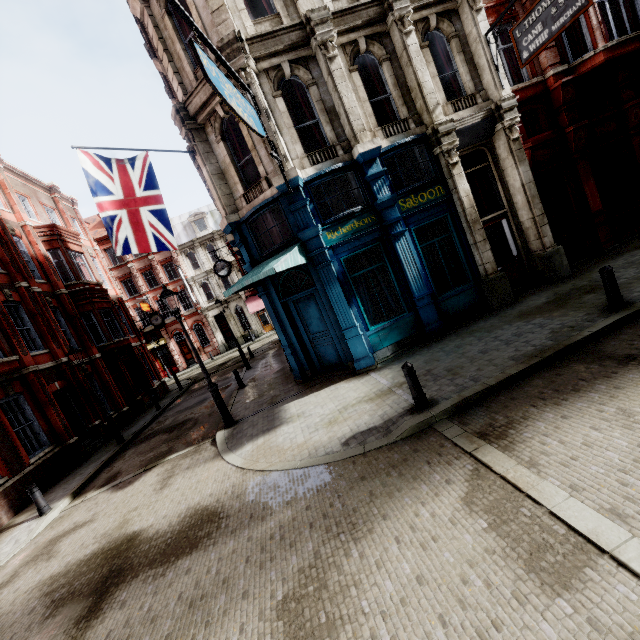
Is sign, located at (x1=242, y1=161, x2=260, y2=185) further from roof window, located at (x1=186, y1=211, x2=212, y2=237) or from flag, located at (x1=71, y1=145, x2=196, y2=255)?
roof window, located at (x1=186, y1=211, x2=212, y2=237)

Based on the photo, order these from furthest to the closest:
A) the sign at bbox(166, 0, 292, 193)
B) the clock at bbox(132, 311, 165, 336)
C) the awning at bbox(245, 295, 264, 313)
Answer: the awning at bbox(245, 295, 264, 313), the clock at bbox(132, 311, 165, 336), the sign at bbox(166, 0, 292, 193)

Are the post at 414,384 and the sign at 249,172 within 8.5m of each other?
yes

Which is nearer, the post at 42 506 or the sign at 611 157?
the post at 42 506

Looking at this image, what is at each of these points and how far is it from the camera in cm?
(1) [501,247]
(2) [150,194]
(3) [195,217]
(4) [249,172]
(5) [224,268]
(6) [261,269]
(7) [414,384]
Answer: (1) sign, 1138
(2) flag, 991
(3) roof window, 3956
(4) sign, 1048
(5) clock, 1822
(6) awning, 962
(7) post, 626

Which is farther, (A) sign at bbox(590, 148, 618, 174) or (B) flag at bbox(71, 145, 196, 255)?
(A) sign at bbox(590, 148, 618, 174)

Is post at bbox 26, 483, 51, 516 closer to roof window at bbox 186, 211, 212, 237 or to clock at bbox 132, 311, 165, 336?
clock at bbox 132, 311, 165, 336

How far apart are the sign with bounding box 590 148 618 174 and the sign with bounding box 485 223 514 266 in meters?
4.1
